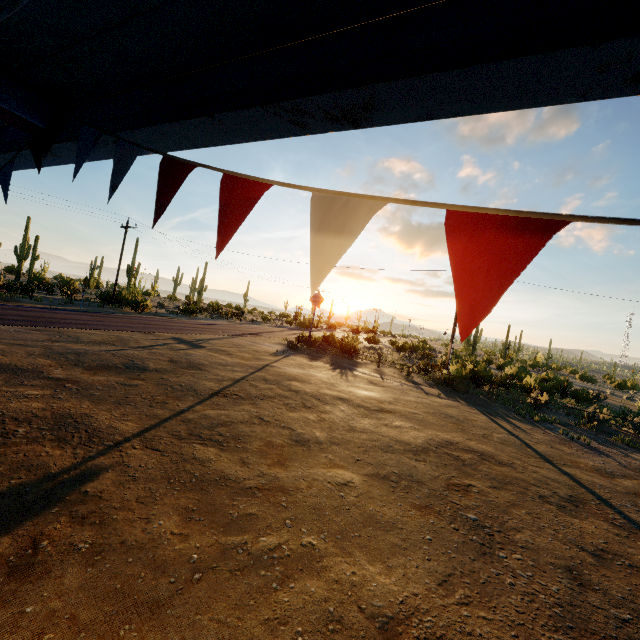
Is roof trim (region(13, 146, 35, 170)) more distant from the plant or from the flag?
the plant

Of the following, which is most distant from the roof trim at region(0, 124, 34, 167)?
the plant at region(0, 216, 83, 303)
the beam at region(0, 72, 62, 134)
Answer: the plant at region(0, 216, 83, 303)

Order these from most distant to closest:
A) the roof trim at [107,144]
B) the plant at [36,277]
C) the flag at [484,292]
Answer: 1. the plant at [36,277]
2. the roof trim at [107,144]
3. the flag at [484,292]

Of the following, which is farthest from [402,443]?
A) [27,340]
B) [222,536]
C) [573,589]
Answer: [27,340]

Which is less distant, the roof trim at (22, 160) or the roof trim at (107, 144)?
the roof trim at (107, 144)

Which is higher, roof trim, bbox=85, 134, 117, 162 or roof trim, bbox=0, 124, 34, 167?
roof trim, bbox=0, 124, 34, 167

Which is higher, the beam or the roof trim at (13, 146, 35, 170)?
the beam
